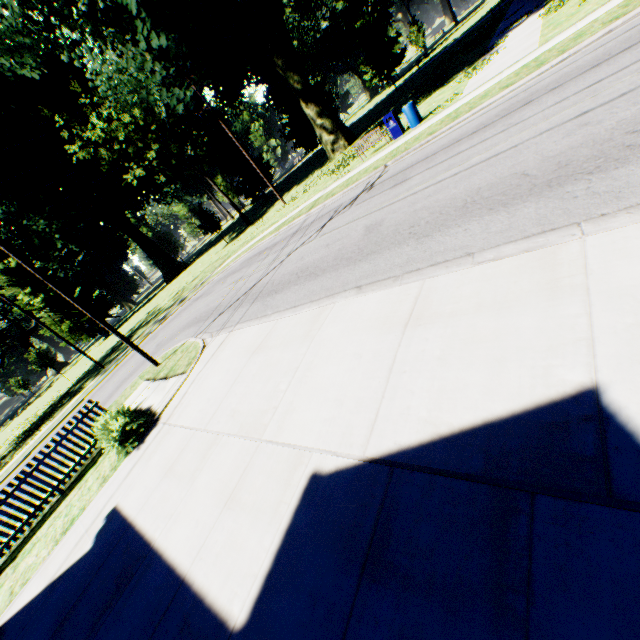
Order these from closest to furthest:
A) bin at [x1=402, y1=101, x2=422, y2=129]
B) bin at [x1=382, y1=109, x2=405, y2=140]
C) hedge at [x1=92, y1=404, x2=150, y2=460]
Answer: hedge at [x1=92, y1=404, x2=150, y2=460] < bin at [x1=402, y1=101, x2=422, y2=129] < bin at [x1=382, y1=109, x2=405, y2=140]

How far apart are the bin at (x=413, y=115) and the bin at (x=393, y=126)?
0.4 meters

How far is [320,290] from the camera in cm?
815

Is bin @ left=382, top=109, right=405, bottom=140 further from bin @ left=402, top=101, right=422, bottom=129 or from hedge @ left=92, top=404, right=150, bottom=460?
hedge @ left=92, top=404, right=150, bottom=460

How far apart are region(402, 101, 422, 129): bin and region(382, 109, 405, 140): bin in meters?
0.4 m

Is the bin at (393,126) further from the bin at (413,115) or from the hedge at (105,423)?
the hedge at (105,423)

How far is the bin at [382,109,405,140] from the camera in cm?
1612

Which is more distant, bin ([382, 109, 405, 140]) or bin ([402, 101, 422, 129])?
bin ([382, 109, 405, 140])
